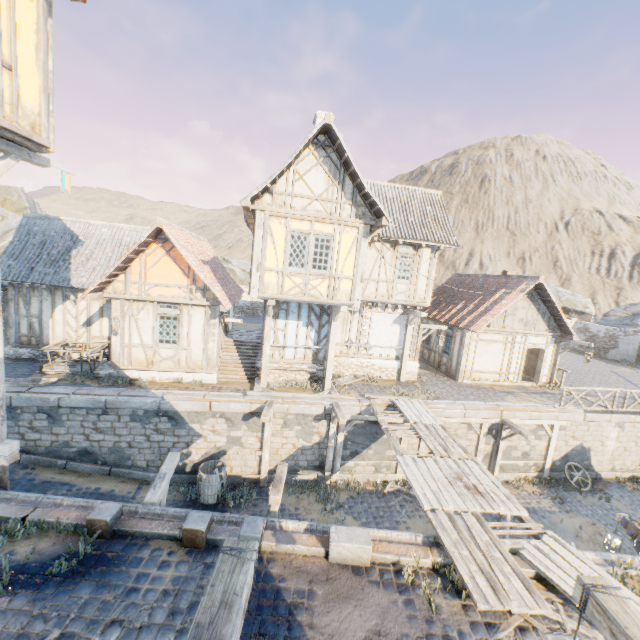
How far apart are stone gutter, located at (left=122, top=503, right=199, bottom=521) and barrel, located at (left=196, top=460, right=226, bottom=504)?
4.7m

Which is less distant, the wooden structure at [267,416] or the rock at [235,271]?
the wooden structure at [267,416]

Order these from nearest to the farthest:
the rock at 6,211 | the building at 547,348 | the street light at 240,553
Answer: Result: the street light at 240,553 < the building at 547,348 < the rock at 6,211

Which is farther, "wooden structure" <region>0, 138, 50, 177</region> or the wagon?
the wagon

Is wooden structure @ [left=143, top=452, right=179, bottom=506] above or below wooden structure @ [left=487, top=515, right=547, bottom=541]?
below

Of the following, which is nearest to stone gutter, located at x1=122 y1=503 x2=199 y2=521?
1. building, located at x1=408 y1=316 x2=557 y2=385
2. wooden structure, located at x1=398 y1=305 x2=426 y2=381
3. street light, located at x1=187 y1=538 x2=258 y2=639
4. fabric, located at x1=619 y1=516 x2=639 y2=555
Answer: street light, located at x1=187 y1=538 x2=258 y2=639

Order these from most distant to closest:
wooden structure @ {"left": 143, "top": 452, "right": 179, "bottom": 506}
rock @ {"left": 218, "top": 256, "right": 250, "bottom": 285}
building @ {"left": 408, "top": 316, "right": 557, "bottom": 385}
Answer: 1. rock @ {"left": 218, "top": 256, "right": 250, "bottom": 285}
2. building @ {"left": 408, "top": 316, "right": 557, "bottom": 385}
3. wooden structure @ {"left": 143, "top": 452, "right": 179, "bottom": 506}

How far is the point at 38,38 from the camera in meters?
5.9
